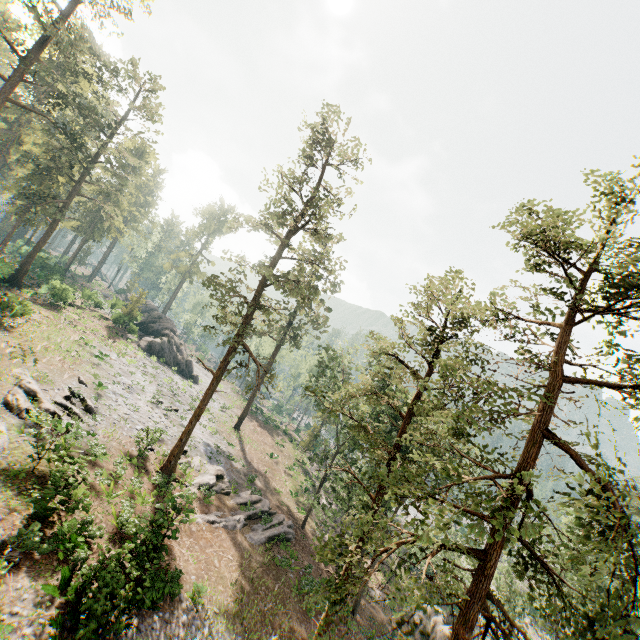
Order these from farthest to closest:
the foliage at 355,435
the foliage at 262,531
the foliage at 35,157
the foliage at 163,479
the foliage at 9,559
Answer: the foliage at 35,157
the foliage at 262,531
the foliage at 163,479
the foliage at 9,559
the foliage at 355,435

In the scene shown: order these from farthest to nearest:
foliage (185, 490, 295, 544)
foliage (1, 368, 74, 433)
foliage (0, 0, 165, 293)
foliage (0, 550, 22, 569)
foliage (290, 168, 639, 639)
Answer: foliage (0, 0, 165, 293)
foliage (185, 490, 295, 544)
foliage (1, 368, 74, 433)
foliage (0, 550, 22, 569)
foliage (290, 168, 639, 639)

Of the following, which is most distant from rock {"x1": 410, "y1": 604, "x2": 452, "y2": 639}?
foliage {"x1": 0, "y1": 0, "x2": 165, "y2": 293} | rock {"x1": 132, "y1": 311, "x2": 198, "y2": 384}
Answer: rock {"x1": 132, "y1": 311, "x2": 198, "y2": 384}

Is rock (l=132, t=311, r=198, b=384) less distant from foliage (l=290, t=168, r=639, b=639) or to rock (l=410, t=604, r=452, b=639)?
foliage (l=290, t=168, r=639, b=639)

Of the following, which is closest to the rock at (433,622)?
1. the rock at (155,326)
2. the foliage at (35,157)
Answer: the foliage at (35,157)

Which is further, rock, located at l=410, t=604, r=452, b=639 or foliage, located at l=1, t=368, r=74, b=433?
rock, located at l=410, t=604, r=452, b=639

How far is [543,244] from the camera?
15.2 meters
